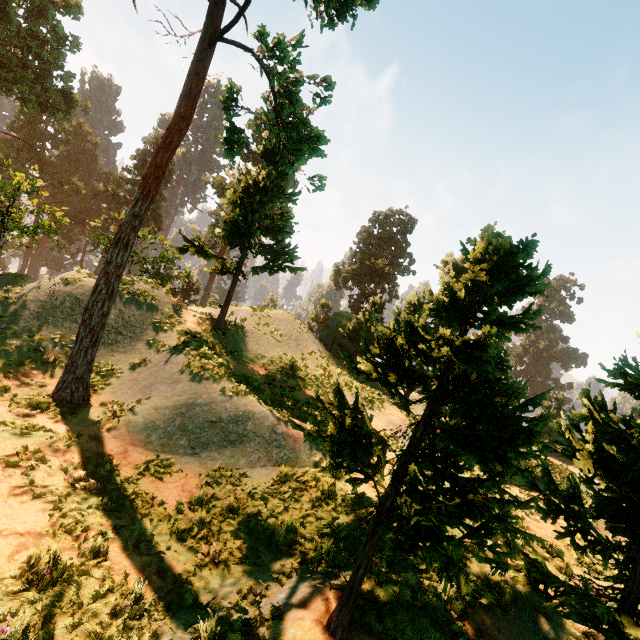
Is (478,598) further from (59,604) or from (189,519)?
(59,604)

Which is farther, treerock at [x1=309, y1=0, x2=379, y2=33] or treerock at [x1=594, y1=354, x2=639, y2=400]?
treerock at [x1=309, y1=0, x2=379, y2=33]

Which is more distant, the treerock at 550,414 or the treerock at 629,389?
the treerock at 629,389

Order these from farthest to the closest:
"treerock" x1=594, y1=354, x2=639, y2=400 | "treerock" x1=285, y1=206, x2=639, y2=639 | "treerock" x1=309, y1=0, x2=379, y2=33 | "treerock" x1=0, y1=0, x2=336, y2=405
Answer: "treerock" x1=309, y1=0, x2=379, y2=33 → "treerock" x1=0, y1=0, x2=336, y2=405 → "treerock" x1=594, y1=354, x2=639, y2=400 → "treerock" x1=285, y1=206, x2=639, y2=639

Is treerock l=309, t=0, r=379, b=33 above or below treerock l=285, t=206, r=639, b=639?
above
